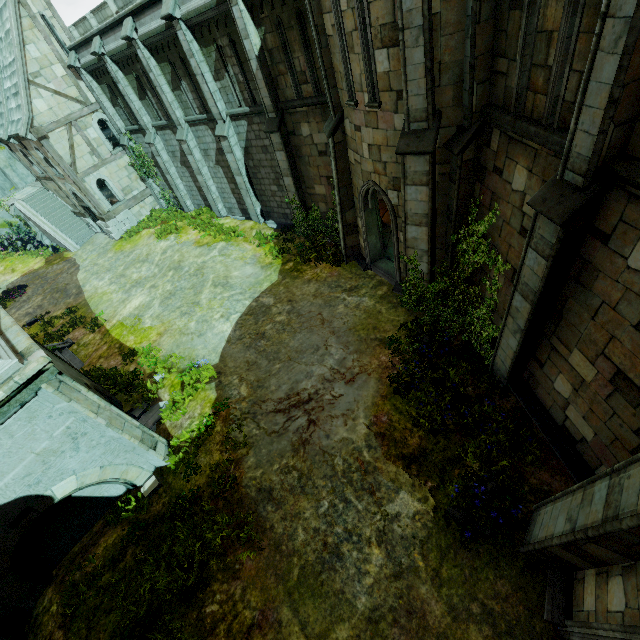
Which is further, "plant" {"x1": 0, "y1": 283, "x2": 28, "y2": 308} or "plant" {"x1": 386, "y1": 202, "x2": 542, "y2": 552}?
"plant" {"x1": 0, "y1": 283, "x2": 28, "y2": 308}

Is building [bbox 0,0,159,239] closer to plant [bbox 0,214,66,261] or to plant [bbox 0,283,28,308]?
plant [bbox 0,214,66,261]

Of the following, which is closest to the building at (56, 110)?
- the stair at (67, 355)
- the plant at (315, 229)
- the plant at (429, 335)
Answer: the stair at (67, 355)

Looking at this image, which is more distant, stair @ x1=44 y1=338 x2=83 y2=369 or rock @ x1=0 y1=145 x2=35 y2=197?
rock @ x1=0 y1=145 x2=35 y2=197

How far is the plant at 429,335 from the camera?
7.1m

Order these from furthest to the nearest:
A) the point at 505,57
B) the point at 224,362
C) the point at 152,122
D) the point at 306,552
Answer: the point at 152,122 → the point at 224,362 → the point at 306,552 → the point at 505,57

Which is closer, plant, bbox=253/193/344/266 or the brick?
the brick

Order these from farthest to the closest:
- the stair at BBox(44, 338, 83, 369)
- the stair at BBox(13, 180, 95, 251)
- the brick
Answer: the stair at BBox(13, 180, 95, 251) < the stair at BBox(44, 338, 83, 369) < the brick
